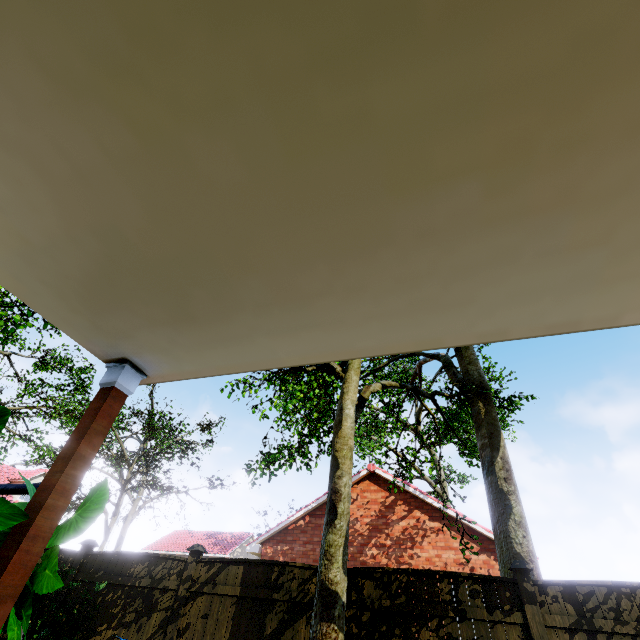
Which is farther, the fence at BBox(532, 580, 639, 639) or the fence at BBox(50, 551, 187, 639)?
the fence at BBox(50, 551, 187, 639)

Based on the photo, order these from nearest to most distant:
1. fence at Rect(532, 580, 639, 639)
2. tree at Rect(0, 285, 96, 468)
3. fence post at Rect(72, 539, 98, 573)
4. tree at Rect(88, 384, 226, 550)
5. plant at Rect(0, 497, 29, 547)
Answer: plant at Rect(0, 497, 29, 547), fence at Rect(532, 580, 639, 639), fence post at Rect(72, 539, 98, 573), tree at Rect(0, 285, 96, 468), tree at Rect(88, 384, 226, 550)

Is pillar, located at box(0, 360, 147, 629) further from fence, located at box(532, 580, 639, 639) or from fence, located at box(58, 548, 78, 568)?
fence, located at box(58, 548, 78, 568)

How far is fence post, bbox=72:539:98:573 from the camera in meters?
7.3 m

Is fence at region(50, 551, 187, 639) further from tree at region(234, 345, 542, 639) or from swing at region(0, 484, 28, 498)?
tree at region(234, 345, 542, 639)

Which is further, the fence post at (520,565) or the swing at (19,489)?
the fence post at (520,565)

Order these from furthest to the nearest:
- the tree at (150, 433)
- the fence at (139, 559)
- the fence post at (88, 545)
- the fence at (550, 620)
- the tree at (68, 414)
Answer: the tree at (150, 433)
the tree at (68, 414)
the fence post at (88, 545)
the fence at (139, 559)
the fence at (550, 620)

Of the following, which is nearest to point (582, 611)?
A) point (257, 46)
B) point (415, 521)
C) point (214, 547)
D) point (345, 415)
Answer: point (345, 415)
